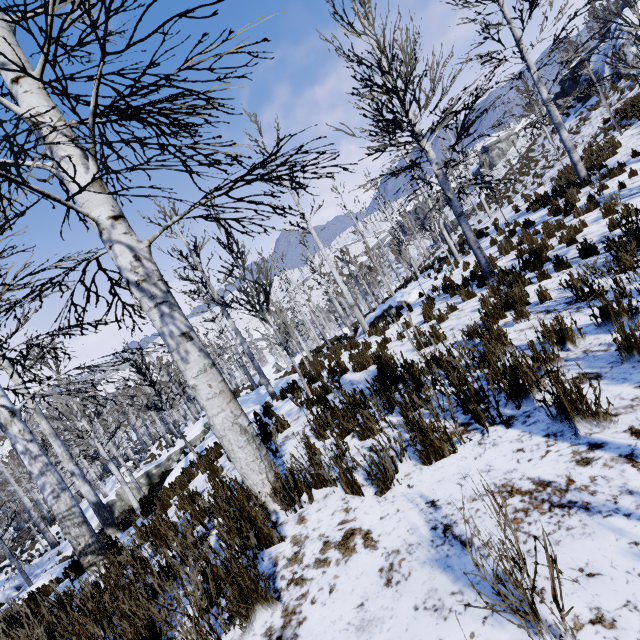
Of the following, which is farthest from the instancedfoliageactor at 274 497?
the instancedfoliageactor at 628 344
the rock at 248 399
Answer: the instancedfoliageactor at 628 344

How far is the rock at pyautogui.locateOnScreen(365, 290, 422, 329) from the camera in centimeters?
1440cm

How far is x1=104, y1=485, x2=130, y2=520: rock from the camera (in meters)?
22.12

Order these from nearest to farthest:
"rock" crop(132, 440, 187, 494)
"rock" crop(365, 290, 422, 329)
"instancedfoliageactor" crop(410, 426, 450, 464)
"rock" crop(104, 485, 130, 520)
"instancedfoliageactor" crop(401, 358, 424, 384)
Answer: "instancedfoliageactor" crop(410, 426, 450, 464) < "instancedfoliageactor" crop(401, 358, 424, 384) < "rock" crop(365, 290, 422, 329) < "rock" crop(104, 485, 130, 520) < "rock" crop(132, 440, 187, 494)

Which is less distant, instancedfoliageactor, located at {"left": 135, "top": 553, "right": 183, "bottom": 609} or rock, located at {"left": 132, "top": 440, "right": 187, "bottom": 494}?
instancedfoliageactor, located at {"left": 135, "top": 553, "right": 183, "bottom": 609}

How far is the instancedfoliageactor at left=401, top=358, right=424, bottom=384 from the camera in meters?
4.0 m

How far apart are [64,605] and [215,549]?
2.65m

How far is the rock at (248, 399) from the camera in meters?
13.4
